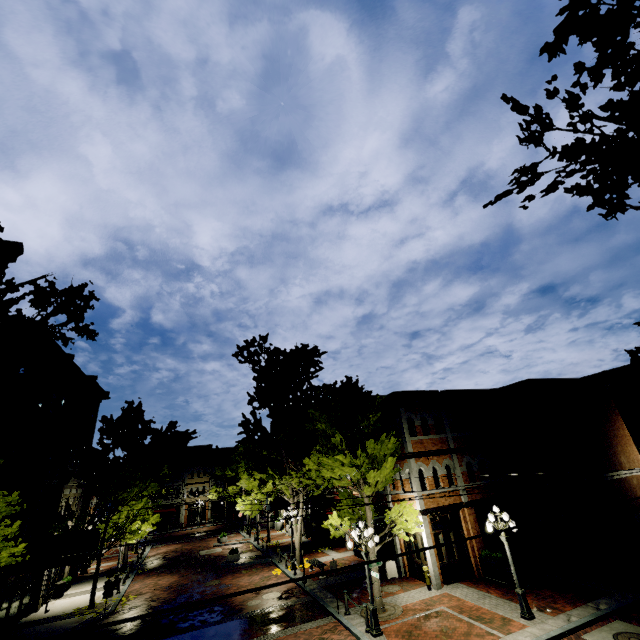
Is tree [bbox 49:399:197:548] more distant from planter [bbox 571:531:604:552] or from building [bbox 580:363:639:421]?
planter [bbox 571:531:604:552]

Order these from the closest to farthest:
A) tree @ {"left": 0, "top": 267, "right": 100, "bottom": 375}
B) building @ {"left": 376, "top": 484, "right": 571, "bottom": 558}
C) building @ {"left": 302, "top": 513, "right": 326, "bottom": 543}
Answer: tree @ {"left": 0, "top": 267, "right": 100, "bottom": 375} < building @ {"left": 376, "top": 484, "right": 571, "bottom": 558} < building @ {"left": 302, "top": 513, "right": 326, "bottom": 543}

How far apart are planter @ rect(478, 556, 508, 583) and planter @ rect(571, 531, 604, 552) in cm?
688

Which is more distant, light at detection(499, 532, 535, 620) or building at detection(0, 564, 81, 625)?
building at detection(0, 564, 81, 625)

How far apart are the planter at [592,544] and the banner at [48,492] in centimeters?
3058cm

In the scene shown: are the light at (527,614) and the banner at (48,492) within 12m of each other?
no

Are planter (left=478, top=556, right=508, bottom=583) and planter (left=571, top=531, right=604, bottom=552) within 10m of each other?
yes

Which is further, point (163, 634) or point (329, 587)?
point (329, 587)
